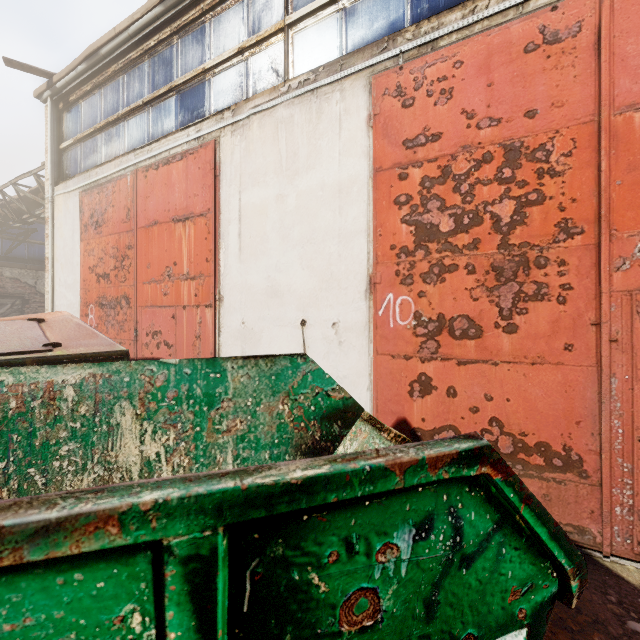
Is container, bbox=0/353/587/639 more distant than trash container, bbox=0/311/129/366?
No

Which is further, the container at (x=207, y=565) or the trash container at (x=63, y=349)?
the trash container at (x=63, y=349)

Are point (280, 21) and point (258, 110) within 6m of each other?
yes
